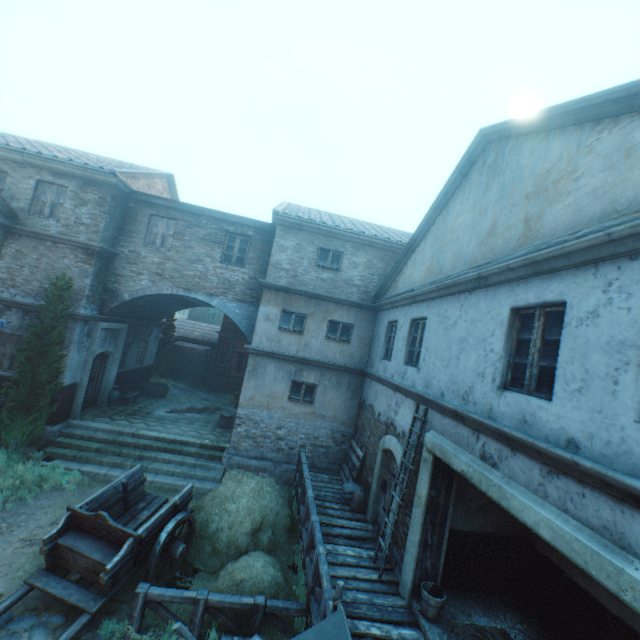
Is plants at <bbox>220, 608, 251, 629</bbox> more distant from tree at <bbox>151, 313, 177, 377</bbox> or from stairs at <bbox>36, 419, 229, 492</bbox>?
tree at <bbox>151, 313, 177, 377</bbox>

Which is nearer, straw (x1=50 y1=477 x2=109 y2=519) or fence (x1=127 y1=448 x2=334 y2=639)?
fence (x1=127 y1=448 x2=334 y2=639)

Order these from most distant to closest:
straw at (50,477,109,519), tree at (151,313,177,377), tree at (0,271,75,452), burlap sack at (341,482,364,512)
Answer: tree at (151,313,177,377), tree at (0,271,75,452), burlap sack at (341,482,364,512), straw at (50,477,109,519)

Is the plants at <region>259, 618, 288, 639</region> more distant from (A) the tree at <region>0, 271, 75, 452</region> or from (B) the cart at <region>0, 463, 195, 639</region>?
(A) the tree at <region>0, 271, 75, 452</region>

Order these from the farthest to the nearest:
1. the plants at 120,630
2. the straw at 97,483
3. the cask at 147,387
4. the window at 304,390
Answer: the cask at 147,387 → the window at 304,390 → the straw at 97,483 → the plants at 120,630

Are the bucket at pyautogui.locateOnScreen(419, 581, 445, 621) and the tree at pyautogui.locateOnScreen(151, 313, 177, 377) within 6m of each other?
no

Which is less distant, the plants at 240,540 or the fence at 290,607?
the fence at 290,607

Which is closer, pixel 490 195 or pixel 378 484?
pixel 490 195
